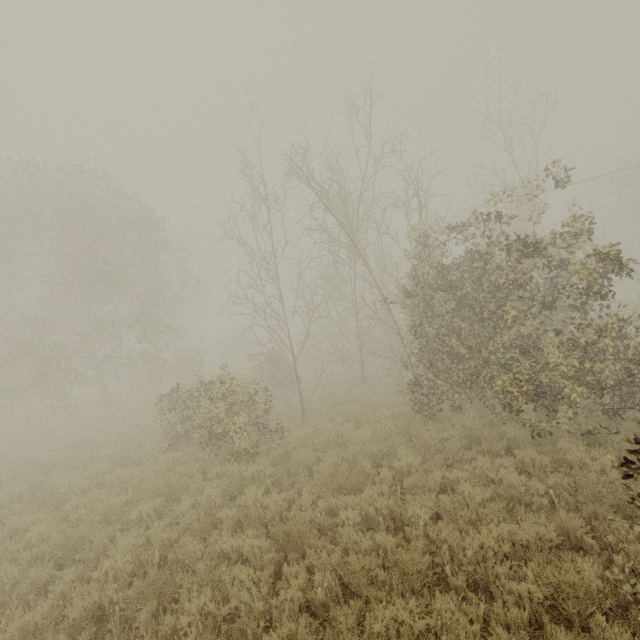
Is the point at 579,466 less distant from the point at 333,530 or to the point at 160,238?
the point at 333,530
